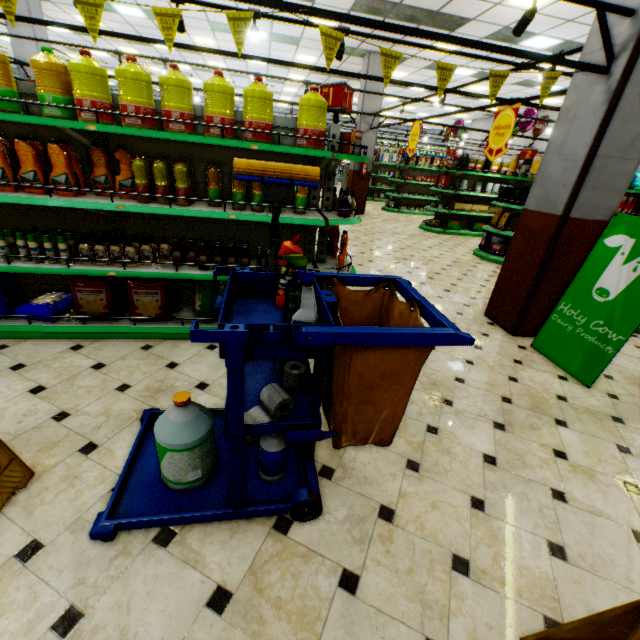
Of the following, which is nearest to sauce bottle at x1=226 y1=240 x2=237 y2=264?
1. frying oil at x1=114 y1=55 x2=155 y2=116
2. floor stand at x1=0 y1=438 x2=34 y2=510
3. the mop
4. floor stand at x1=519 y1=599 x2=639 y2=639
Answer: frying oil at x1=114 y1=55 x2=155 y2=116

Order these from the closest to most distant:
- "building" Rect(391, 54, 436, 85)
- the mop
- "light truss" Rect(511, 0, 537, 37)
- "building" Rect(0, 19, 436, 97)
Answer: the mop
"light truss" Rect(511, 0, 537, 37)
"building" Rect(0, 19, 436, 97)
"building" Rect(391, 54, 436, 85)

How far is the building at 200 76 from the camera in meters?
15.2 m

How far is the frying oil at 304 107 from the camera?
2.78m

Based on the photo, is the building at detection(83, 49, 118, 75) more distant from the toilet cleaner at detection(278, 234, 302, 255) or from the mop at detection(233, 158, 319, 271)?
the toilet cleaner at detection(278, 234, 302, 255)

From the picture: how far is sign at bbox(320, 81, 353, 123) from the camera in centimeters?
301cm

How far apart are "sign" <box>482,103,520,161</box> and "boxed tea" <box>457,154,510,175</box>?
5.3 meters

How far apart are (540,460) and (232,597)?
2.3 meters
